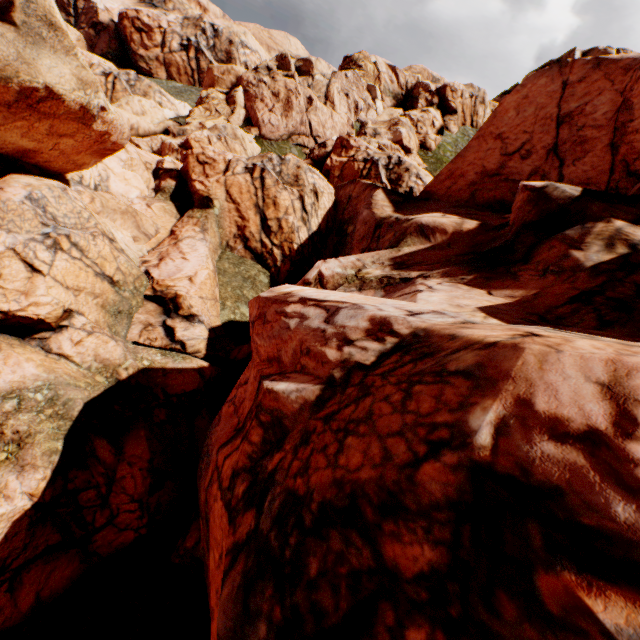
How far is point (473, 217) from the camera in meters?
17.6 m
